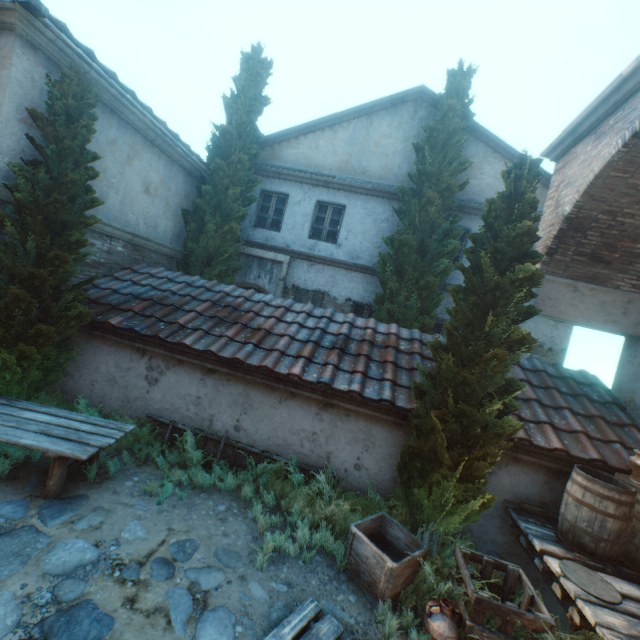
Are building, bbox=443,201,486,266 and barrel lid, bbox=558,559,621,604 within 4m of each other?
no

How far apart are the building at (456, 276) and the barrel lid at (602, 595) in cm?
654

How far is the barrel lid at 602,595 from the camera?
3.4 meters

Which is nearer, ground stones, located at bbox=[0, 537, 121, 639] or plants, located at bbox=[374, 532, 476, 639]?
ground stones, located at bbox=[0, 537, 121, 639]

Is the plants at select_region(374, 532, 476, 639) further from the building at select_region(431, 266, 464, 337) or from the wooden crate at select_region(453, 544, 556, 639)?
the building at select_region(431, 266, 464, 337)

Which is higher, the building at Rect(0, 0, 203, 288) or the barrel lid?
the building at Rect(0, 0, 203, 288)

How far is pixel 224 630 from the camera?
3.1 meters

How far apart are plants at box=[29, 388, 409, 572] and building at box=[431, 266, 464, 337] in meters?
→ 6.3
